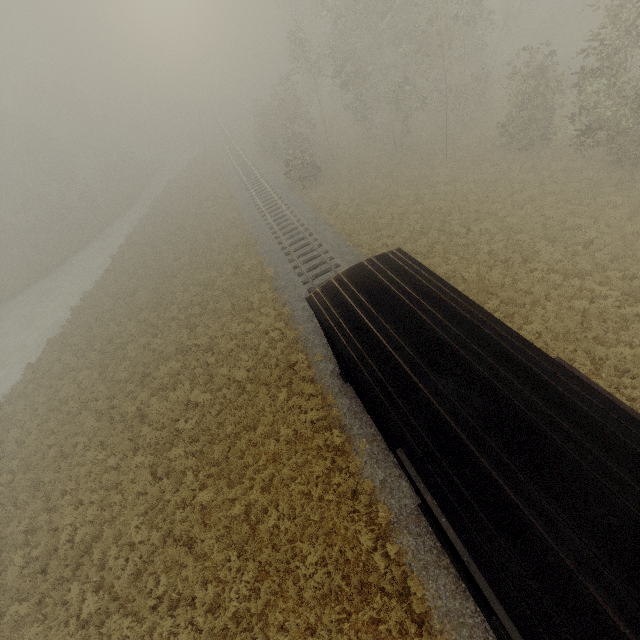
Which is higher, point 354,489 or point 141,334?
point 141,334

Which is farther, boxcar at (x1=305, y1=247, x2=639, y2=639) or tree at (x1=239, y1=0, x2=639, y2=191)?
tree at (x1=239, y1=0, x2=639, y2=191)

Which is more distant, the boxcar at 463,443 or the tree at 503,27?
the tree at 503,27
